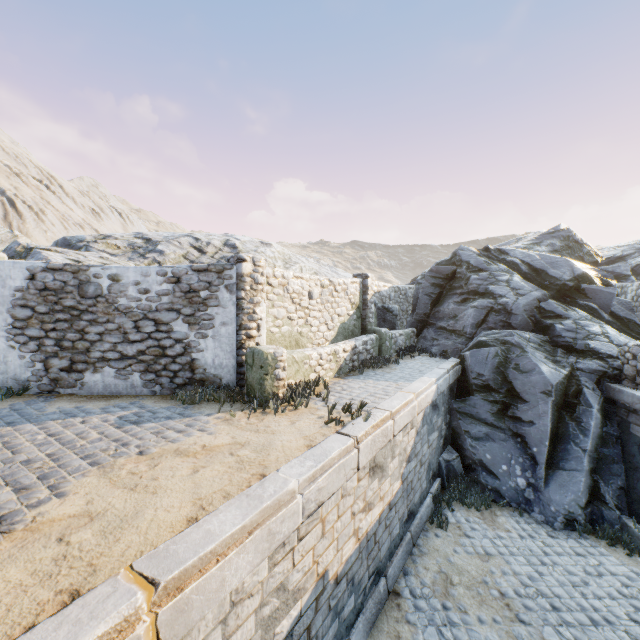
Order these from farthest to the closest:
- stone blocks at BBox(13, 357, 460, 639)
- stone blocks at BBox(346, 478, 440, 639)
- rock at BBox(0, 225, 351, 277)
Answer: rock at BBox(0, 225, 351, 277), stone blocks at BBox(346, 478, 440, 639), stone blocks at BBox(13, 357, 460, 639)

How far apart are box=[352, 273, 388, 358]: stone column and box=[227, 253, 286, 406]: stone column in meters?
5.0 m

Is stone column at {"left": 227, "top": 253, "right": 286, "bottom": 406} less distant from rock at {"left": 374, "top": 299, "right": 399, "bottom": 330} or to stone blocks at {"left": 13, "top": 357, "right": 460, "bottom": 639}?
stone blocks at {"left": 13, "top": 357, "right": 460, "bottom": 639}

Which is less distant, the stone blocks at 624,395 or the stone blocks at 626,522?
the stone blocks at 626,522

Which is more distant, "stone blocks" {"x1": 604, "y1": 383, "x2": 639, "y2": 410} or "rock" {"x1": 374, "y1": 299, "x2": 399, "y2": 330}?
"rock" {"x1": 374, "y1": 299, "x2": 399, "y2": 330}

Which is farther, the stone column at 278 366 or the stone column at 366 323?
the stone column at 366 323

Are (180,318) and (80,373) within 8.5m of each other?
yes

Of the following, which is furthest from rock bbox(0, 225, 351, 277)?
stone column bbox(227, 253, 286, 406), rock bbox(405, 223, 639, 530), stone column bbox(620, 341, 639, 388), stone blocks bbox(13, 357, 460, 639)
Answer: stone column bbox(620, 341, 639, 388)
